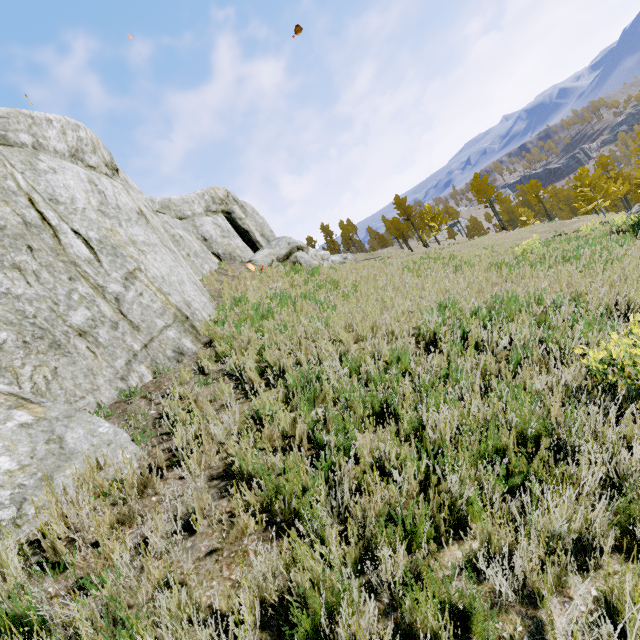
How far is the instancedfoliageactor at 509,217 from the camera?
44.75m

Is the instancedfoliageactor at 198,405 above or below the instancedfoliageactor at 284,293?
below

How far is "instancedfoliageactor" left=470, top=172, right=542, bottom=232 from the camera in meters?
44.8

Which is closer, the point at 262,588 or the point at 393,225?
the point at 262,588

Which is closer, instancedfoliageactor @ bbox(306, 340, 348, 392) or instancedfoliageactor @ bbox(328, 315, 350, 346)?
instancedfoliageactor @ bbox(306, 340, 348, 392)

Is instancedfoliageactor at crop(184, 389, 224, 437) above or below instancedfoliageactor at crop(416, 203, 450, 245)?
below

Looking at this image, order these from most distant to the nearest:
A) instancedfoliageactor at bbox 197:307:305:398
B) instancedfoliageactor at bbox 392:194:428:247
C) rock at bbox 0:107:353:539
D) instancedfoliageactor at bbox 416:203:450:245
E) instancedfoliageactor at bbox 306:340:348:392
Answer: instancedfoliageactor at bbox 392:194:428:247, instancedfoliageactor at bbox 416:203:450:245, instancedfoliageactor at bbox 197:307:305:398, instancedfoliageactor at bbox 306:340:348:392, rock at bbox 0:107:353:539
